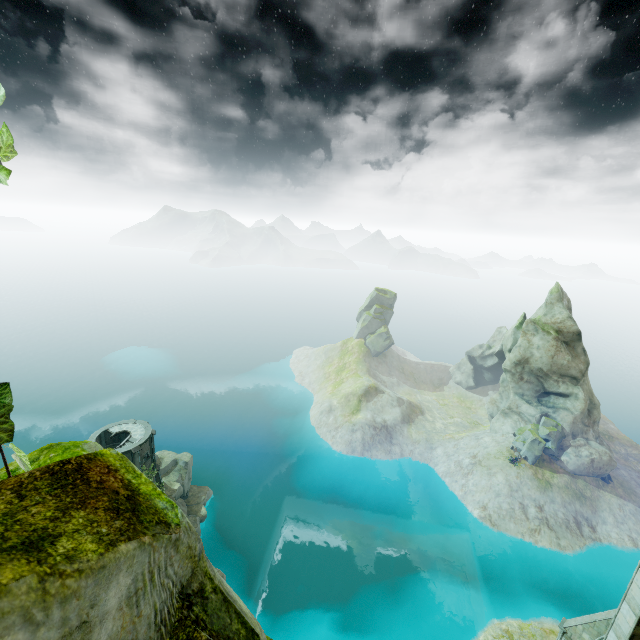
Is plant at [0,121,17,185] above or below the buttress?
above

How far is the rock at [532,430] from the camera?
52.41m

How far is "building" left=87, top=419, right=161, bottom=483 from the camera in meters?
38.3 m

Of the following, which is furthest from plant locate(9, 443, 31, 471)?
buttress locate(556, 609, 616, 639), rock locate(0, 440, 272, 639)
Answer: buttress locate(556, 609, 616, 639)

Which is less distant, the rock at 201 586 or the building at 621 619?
the rock at 201 586

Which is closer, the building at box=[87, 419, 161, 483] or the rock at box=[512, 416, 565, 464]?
the building at box=[87, 419, 161, 483]

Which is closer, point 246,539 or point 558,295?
point 246,539

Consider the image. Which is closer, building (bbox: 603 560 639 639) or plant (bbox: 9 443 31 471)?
plant (bbox: 9 443 31 471)
